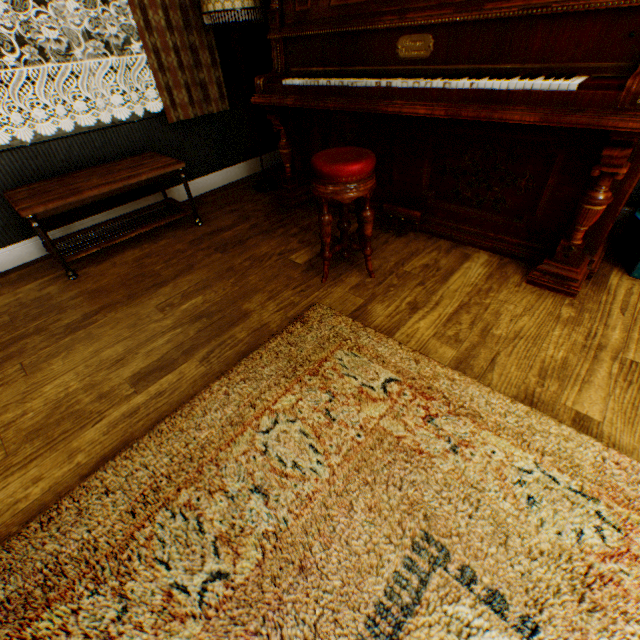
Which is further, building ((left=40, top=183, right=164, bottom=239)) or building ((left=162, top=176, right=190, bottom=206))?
building ((left=162, top=176, right=190, bottom=206))

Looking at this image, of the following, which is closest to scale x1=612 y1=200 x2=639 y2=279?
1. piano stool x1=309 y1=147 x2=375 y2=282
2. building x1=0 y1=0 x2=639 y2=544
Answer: building x1=0 y1=0 x2=639 y2=544

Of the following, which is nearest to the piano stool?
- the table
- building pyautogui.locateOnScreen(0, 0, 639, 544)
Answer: building pyautogui.locateOnScreen(0, 0, 639, 544)

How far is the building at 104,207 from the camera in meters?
2.8 m

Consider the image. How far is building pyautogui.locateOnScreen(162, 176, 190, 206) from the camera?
3.3 meters

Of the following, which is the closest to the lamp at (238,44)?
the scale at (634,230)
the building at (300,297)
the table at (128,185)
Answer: the building at (300,297)

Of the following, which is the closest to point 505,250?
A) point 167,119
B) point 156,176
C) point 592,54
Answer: point 592,54

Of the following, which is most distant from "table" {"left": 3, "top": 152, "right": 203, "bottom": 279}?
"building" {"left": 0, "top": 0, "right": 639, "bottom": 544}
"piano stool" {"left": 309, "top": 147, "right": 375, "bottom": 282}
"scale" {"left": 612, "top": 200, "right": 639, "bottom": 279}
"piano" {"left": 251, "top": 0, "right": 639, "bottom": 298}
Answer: "scale" {"left": 612, "top": 200, "right": 639, "bottom": 279}
